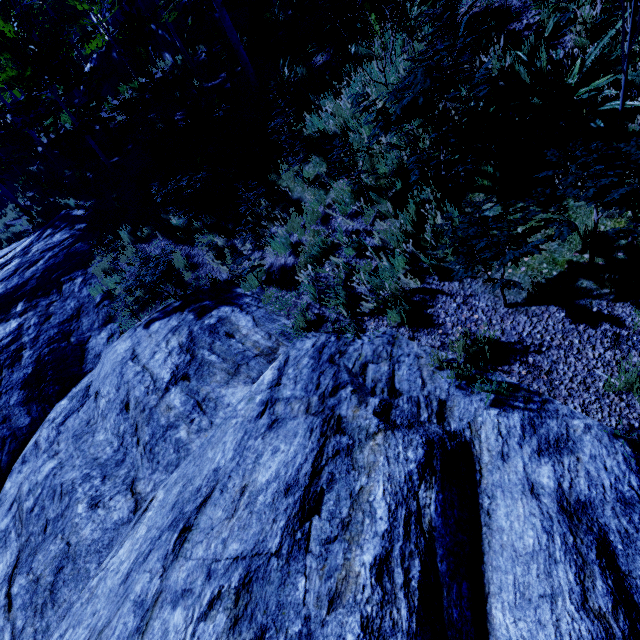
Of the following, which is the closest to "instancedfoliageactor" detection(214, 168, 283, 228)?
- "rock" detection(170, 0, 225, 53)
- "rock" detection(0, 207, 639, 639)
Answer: "rock" detection(0, 207, 639, 639)

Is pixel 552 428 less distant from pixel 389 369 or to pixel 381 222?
pixel 389 369

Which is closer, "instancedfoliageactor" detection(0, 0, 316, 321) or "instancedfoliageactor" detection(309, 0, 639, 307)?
"instancedfoliageactor" detection(309, 0, 639, 307)

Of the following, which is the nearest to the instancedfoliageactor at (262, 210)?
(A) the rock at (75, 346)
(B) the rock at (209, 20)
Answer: (A) the rock at (75, 346)

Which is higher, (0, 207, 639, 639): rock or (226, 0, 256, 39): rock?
(226, 0, 256, 39): rock

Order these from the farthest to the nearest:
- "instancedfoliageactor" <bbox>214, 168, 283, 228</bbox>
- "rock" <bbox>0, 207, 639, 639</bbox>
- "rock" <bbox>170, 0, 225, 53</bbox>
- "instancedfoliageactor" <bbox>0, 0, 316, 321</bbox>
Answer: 1. "rock" <bbox>170, 0, 225, 53</bbox>
2. "instancedfoliageactor" <bbox>0, 0, 316, 321</bbox>
3. "instancedfoliageactor" <bbox>214, 168, 283, 228</bbox>
4. "rock" <bbox>0, 207, 639, 639</bbox>

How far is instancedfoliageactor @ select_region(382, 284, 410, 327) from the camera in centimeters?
433cm

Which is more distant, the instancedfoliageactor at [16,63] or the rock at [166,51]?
the rock at [166,51]
